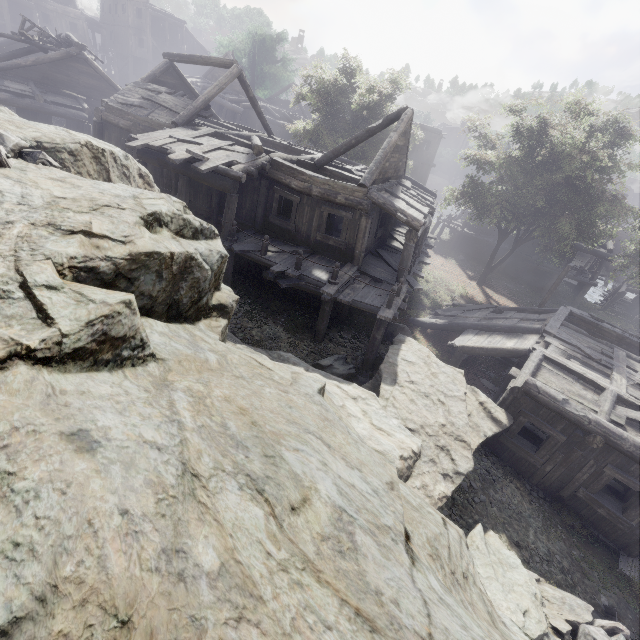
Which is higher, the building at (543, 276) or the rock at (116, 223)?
the rock at (116, 223)

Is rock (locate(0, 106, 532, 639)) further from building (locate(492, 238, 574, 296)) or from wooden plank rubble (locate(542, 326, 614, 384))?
wooden plank rubble (locate(542, 326, 614, 384))

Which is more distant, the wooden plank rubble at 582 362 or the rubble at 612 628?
the wooden plank rubble at 582 362

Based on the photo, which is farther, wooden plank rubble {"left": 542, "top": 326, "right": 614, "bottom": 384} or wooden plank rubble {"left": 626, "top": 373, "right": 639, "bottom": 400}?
wooden plank rubble {"left": 542, "top": 326, "right": 614, "bottom": 384}

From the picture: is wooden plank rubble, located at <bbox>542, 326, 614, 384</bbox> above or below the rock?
below

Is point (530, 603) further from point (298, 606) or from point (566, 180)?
point (566, 180)

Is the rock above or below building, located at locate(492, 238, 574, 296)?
above

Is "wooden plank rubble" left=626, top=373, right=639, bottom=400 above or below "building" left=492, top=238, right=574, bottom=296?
above
